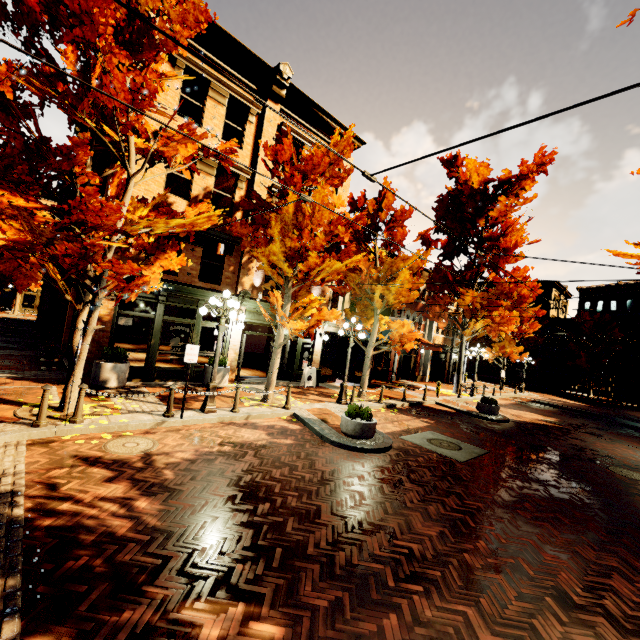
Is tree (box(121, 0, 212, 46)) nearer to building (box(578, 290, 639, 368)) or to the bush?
building (box(578, 290, 639, 368))

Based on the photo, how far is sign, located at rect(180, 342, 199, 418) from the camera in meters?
8.6

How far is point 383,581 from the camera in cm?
401

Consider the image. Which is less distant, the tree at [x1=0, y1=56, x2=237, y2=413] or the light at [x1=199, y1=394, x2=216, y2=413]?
the tree at [x1=0, y1=56, x2=237, y2=413]

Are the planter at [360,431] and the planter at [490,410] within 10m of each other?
yes

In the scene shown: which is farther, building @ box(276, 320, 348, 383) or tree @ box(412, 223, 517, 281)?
tree @ box(412, 223, 517, 281)

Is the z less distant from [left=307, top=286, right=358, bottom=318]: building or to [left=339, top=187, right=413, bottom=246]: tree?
[left=339, top=187, right=413, bottom=246]: tree

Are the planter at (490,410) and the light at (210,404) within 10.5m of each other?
no
